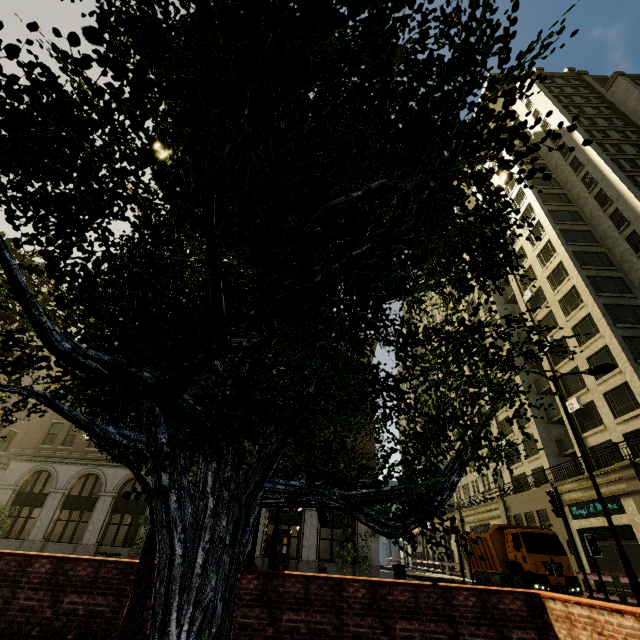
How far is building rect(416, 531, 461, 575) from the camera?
43.00m

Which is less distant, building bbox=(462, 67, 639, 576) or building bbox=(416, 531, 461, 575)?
building bbox=(462, 67, 639, 576)

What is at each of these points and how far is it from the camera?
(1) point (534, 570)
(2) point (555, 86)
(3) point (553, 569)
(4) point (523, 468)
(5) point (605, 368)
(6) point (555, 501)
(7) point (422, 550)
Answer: (1) truck, 15.7 meters
(2) building, 41.0 meters
(3) sign, 10.3 meters
(4) building, 33.4 meters
(5) street light, 12.0 meters
(6) traffic light, 11.1 meters
(7) building, 55.4 meters

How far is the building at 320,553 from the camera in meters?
22.3 m

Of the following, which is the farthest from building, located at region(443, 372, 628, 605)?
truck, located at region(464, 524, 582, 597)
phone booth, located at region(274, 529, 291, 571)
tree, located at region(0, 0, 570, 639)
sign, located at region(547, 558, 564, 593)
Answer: sign, located at region(547, 558, 564, 593)

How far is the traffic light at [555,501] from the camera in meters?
9.9 m

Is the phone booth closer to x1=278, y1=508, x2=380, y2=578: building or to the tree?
x1=278, y1=508, x2=380, y2=578: building
